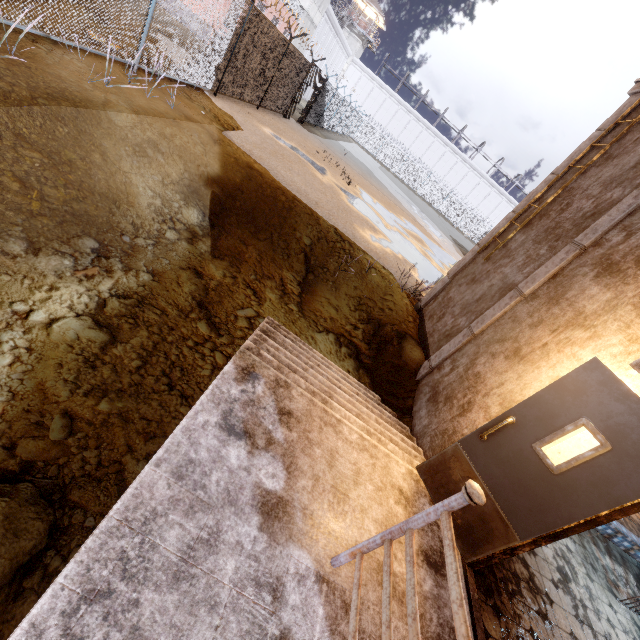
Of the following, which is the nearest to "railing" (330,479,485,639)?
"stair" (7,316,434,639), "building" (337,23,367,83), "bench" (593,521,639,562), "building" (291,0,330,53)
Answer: "stair" (7,316,434,639)

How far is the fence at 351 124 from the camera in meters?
24.2

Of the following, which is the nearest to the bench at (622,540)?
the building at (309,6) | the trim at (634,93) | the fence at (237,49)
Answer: the trim at (634,93)

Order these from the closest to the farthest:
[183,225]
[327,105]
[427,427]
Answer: [427,427] < [183,225] < [327,105]

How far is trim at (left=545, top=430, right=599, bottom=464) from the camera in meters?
2.9 m

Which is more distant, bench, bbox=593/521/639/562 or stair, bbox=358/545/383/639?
bench, bbox=593/521/639/562

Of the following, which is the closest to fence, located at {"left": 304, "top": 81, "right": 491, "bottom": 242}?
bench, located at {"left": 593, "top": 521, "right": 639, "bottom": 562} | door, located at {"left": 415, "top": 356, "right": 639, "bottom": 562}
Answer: bench, located at {"left": 593, "top": 521, "right": 639, "bottom": 562}

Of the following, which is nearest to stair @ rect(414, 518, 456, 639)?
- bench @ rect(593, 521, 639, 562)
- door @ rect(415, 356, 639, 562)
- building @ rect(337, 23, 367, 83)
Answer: door @ rect(415, 356, 639, 562)
